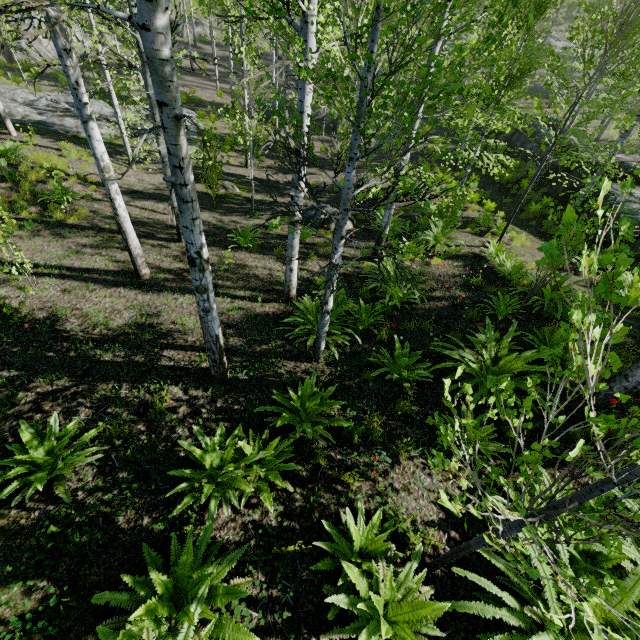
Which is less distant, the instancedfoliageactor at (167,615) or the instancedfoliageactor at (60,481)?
the instancedfoliageactor at (167,615)

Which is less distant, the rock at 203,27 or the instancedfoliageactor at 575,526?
the instancedfoliageactor at 575,526

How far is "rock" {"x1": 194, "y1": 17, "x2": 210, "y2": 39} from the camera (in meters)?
32.69

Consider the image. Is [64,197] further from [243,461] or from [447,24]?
[447,24]

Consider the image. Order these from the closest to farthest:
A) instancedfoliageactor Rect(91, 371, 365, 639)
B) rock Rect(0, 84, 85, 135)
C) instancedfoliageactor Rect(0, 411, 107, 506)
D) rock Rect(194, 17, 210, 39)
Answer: instancedfoliageactor Rect(91, 371, 365, 639)
instancedfoliageactor Rect(0, 411, 107, 506)
rock Rect(0, 84, 85, 135)
rock Rect(194, 17, 210, 39)

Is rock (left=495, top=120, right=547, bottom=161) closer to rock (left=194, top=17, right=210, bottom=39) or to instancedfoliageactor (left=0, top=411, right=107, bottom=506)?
instancedfoliageactor (left=0, top=411, right=107, bottom=506)

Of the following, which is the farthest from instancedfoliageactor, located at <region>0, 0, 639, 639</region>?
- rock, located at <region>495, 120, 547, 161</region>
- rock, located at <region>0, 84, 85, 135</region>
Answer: rock, located at <region>0, 84, 85, 135</region>

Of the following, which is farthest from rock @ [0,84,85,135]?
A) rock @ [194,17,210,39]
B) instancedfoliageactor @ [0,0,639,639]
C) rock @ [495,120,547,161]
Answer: rock @ [194,17,210,39]
